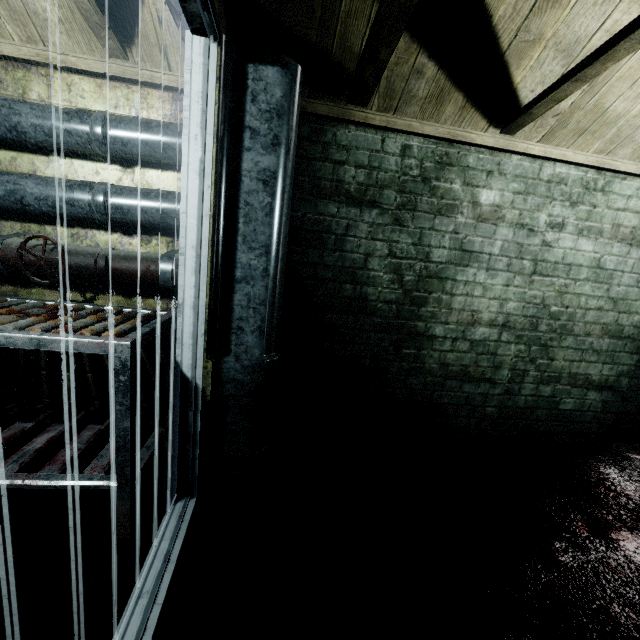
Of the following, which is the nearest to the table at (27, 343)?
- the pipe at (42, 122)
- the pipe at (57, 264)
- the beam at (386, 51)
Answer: the pipe at (57, 264)

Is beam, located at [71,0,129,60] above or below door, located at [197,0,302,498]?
above

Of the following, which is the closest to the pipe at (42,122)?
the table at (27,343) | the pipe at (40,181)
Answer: the pipe at (40,181)

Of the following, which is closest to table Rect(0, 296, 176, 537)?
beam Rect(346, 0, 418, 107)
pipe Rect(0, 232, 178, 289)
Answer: pipe Rect(0, 232, 178, 289)

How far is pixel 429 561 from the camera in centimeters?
139cm

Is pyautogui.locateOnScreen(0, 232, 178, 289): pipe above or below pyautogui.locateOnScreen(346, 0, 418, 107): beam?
below

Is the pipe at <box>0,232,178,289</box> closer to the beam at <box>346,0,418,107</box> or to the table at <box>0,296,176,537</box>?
the table at <box>0,296,176,537</box>

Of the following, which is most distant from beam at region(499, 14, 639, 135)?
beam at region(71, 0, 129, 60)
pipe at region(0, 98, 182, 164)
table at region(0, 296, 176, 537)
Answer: table at region(0, 296, 176, 537)
